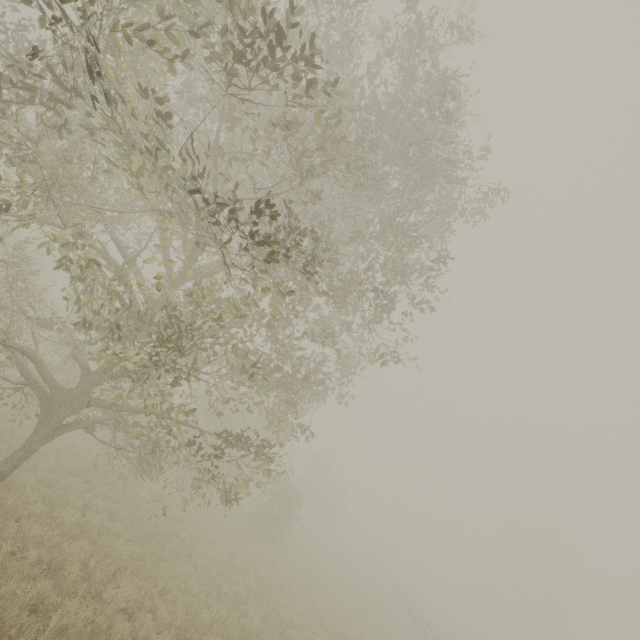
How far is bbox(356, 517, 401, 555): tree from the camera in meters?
50.6 m

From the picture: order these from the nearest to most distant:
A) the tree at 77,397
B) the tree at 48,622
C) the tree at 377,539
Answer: the tree at 77,397 → the tree at 48,622 → the tree at 377,539

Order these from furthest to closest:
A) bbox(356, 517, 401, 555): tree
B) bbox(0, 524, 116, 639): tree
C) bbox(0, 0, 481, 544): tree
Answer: bbox(356, 517, 401, 555): tree, bbox(0, 524, 116, 639): tree, bbox(0, 0, 481, 544): tree

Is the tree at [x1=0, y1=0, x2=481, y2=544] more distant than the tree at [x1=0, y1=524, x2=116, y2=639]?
No

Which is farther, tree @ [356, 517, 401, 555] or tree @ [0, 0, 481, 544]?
tree @ [356, 517, 401, 555]

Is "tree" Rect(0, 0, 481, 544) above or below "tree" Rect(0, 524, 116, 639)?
above

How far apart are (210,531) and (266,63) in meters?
18.7

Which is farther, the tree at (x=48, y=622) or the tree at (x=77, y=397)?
the tree at (x=48, y=622)
